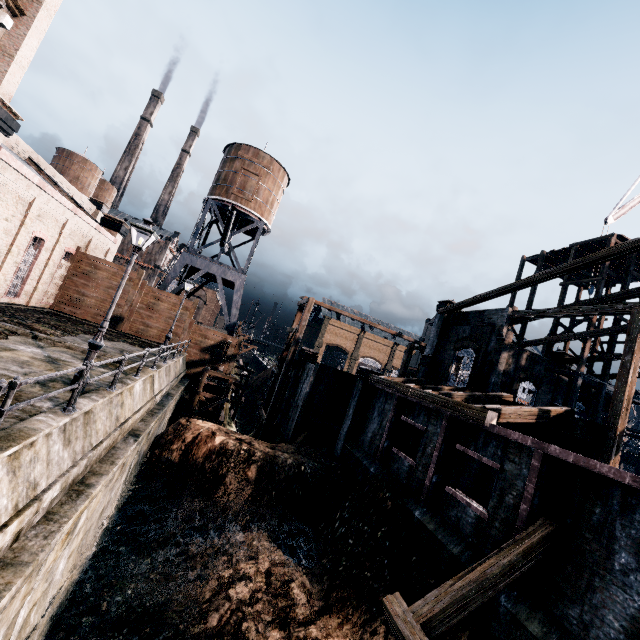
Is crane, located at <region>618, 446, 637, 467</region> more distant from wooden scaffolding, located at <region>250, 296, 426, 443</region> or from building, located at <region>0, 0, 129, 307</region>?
building, located at <region>0, 0, 129, 307</region>

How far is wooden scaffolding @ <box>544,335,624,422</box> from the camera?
24.6 meters

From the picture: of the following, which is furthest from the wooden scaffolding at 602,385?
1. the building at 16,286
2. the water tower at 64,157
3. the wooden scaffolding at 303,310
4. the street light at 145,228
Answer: the water tower at 64,157

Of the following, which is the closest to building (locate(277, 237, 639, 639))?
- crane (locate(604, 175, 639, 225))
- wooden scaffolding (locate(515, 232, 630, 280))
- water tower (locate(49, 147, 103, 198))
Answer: wooden scaffolding (locate(515, 232, 630, 280))

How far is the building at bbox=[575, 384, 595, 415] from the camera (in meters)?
28.25

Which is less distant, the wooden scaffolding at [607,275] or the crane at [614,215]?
the wooden scaffolding at [607,275]

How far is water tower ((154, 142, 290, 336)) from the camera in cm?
3294

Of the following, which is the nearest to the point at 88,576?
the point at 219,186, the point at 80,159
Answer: the point at 219,186
